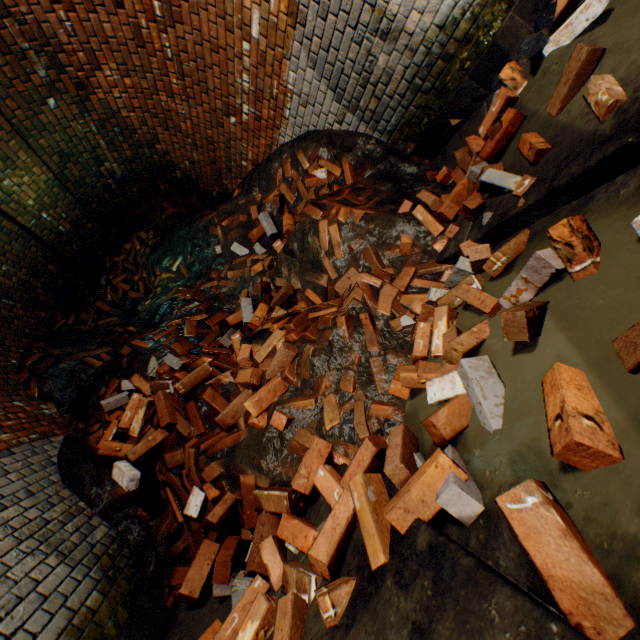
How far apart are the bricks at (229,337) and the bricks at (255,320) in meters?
0.5 m

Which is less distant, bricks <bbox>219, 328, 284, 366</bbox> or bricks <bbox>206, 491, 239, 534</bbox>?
bricks <bbox>206, 491, 239, 534</bbox>

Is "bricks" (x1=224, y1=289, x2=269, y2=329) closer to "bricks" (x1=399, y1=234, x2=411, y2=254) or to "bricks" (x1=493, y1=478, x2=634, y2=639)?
"bricks" (x1=399, y1=234, x2=411, y2=254)

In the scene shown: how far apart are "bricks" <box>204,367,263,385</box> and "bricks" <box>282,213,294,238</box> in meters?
1.5

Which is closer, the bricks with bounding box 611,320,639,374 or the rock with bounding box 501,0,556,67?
the bricks with bounding box 611,320,639,374

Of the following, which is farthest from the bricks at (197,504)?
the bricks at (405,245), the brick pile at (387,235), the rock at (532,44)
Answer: the rock at (532,44)

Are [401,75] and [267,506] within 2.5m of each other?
no
